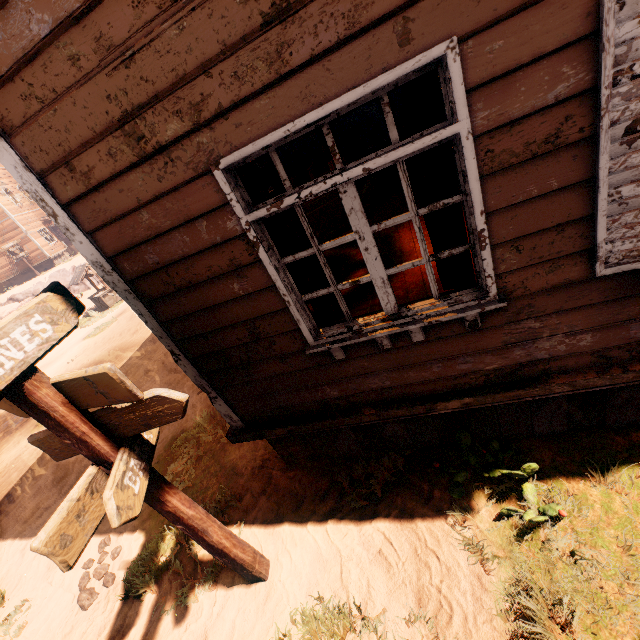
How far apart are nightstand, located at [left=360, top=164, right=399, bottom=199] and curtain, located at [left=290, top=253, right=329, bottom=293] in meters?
7.1

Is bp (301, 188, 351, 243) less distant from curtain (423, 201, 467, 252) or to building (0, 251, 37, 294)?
building (0, 251, 37, 294)

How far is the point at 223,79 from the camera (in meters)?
1.69

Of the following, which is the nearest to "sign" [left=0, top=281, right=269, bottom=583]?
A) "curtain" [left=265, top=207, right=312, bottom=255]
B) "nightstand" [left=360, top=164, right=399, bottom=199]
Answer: "curtain" [left=265, top=207, right=312, bottom=255]

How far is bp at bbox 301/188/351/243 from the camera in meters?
7.0 m

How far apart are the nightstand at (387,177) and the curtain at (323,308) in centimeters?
709cm

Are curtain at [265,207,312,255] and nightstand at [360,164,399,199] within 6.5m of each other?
no

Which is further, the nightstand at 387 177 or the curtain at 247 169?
the nightstand at 387 177
